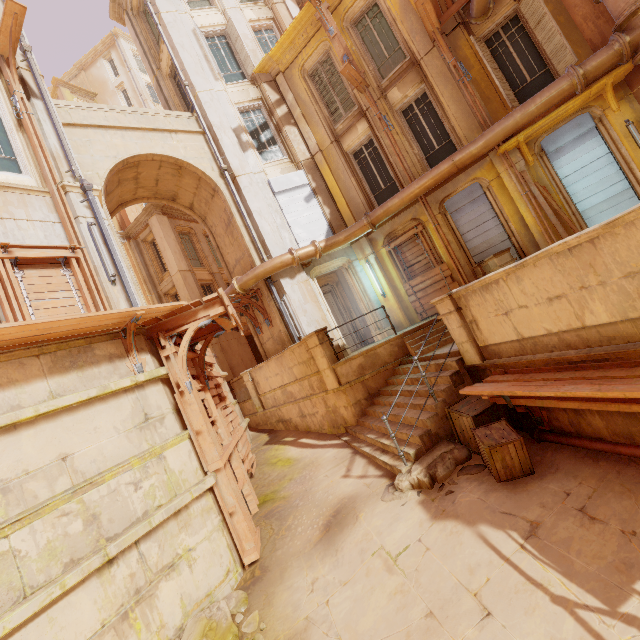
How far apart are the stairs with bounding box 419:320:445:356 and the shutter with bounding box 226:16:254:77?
12.7 meters

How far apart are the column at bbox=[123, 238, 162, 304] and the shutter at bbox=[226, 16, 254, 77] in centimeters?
1254cm

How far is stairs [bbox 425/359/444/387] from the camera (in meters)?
7.07

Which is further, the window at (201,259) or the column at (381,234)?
the window at (201,259)

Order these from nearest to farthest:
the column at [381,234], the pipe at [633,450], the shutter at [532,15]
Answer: the pipe at [633,450], the shutter at [532,15], the column at [381,234]

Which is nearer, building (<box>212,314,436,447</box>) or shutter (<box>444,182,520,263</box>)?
building (<box>212,314,436,447</box>)

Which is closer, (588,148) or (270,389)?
(588,148)

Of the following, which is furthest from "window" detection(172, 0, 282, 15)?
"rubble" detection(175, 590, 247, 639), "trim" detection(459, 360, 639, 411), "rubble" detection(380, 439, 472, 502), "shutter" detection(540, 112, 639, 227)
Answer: "rubble" detection(175, 590, 247, 639)
